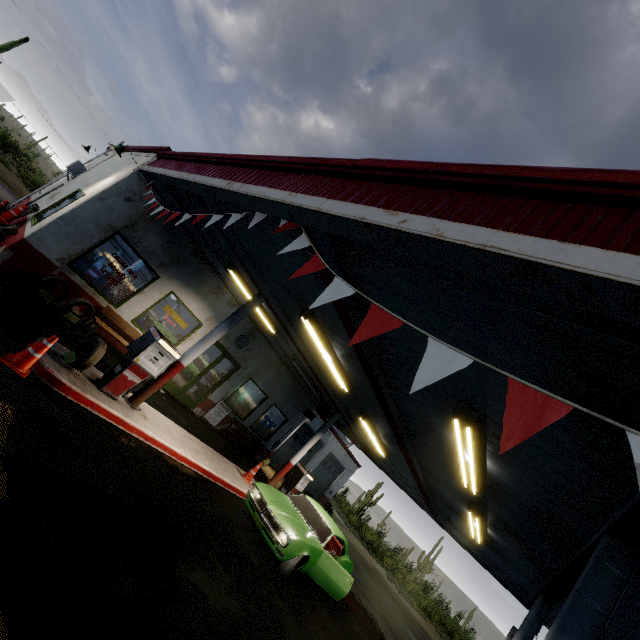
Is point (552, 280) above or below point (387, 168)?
below

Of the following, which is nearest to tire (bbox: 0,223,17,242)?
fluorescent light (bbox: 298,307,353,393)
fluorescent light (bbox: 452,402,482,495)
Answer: fluorescent light (bbox: 298,307,353,393)

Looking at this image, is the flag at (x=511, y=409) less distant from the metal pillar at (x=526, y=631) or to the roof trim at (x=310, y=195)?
the roof trim at (x=310, y=195)

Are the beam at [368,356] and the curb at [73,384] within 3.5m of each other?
no

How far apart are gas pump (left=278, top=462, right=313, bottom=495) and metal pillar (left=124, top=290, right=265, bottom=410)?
6.8m

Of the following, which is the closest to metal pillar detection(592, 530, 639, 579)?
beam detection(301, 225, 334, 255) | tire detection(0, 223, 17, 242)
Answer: beam detection(301, 225, 334, 255)

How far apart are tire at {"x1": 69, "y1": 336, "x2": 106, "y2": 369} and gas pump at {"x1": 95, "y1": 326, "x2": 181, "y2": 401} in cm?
48

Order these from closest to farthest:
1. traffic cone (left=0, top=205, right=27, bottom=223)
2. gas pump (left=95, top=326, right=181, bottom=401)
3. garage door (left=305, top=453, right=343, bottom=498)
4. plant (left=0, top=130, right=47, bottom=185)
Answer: gas pump (left=95, top=326, right=181, bottom=401)
traffic cone (left=0, top=205, right=27, bottom=223)
garage door (left=305, top=453, right=343, bottom=498)
plant (left=0, top=130, right=47, bottom=185)
